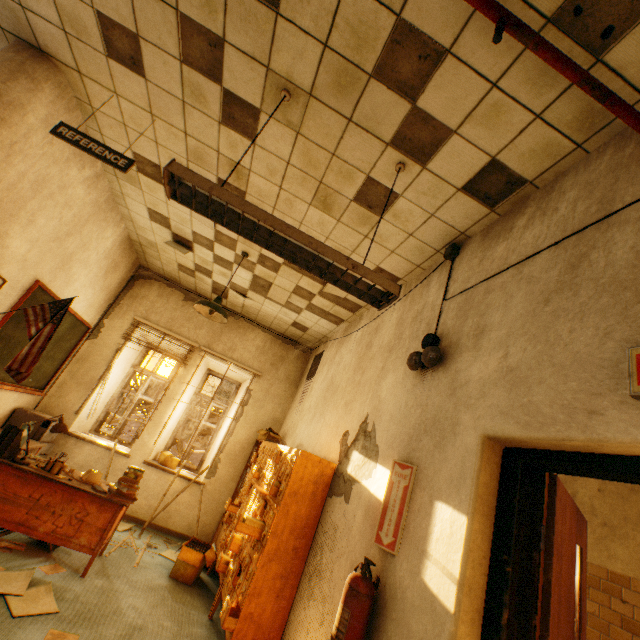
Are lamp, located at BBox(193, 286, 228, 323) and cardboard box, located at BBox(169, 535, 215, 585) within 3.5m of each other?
yes

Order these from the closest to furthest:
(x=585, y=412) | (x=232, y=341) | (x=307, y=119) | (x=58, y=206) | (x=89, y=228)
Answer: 1. (x=585, y=412)
2. (x=307, y=119)
3. (x=58, y=206)
4. (x=89, y=228)
5. (x=232, y=341)

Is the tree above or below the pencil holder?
above

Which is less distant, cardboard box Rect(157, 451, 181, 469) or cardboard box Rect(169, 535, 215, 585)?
cardboard box Rect(169, 535, 215, 585)

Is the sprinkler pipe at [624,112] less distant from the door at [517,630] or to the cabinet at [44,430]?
the door at [517,630]

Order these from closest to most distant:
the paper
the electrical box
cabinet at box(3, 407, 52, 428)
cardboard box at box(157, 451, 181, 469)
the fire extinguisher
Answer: the fire extinguisher < the paper < the electrical box < cabinet at box(3, 407, 52, 428) < cardboard box at box(157, 451, 181, 469)

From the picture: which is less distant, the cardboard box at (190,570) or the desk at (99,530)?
the desk at (99,530)

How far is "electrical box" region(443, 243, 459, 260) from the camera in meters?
3.0 m
